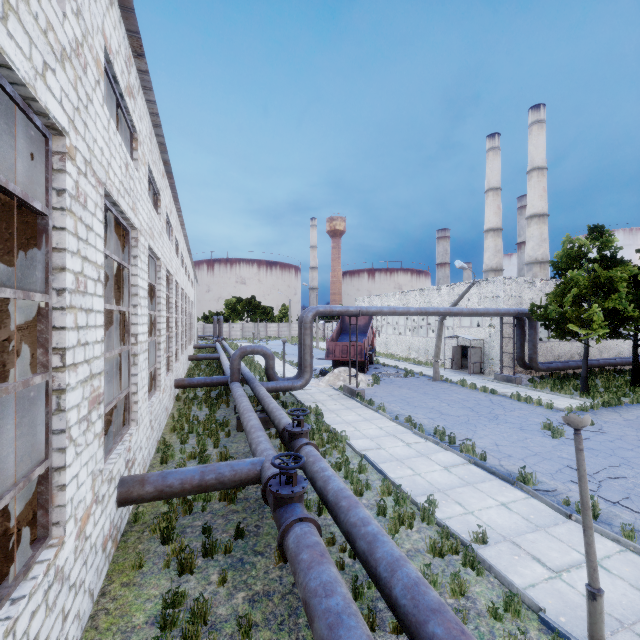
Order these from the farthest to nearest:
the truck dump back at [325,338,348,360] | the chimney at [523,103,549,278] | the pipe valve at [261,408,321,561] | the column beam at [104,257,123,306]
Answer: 1. the chimney at [523,103,549,278]
2. the truck dump back at [325,338,348,360]
3. the column beam at [104,257,123,306]
4. the pipe valve at [261,408,321,561]

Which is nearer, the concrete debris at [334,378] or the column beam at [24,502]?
the column beam at [24,502]

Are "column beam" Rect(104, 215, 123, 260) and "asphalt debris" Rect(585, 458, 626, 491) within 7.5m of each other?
no

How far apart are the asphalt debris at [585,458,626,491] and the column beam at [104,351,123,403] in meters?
12.4

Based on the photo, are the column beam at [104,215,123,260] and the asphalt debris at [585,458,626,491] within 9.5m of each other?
no

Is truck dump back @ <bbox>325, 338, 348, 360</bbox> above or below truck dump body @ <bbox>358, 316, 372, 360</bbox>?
below

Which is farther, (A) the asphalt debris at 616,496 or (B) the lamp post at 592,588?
(A) the asphalt debris at 616,496

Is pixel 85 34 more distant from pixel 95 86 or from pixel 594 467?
pixel 594 467
